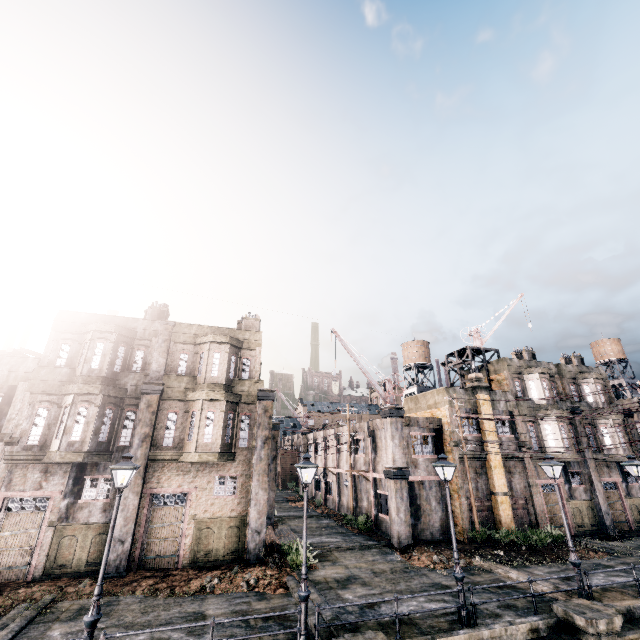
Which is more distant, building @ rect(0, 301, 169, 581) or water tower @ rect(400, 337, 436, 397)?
water tower @ rect(400, 337, 436, 397)

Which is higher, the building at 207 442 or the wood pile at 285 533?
the building at 207 442

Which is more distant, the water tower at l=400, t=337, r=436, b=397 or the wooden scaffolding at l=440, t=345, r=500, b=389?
the water tower at l=400, t=337, r=436, b=397

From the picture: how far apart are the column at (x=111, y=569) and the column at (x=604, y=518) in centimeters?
3380cm

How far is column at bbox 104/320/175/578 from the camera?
16.1m

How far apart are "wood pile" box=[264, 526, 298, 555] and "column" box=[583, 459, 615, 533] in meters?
25.5

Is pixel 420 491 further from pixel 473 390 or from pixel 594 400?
pixel 594 400

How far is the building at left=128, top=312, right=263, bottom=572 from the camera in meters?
17.6
